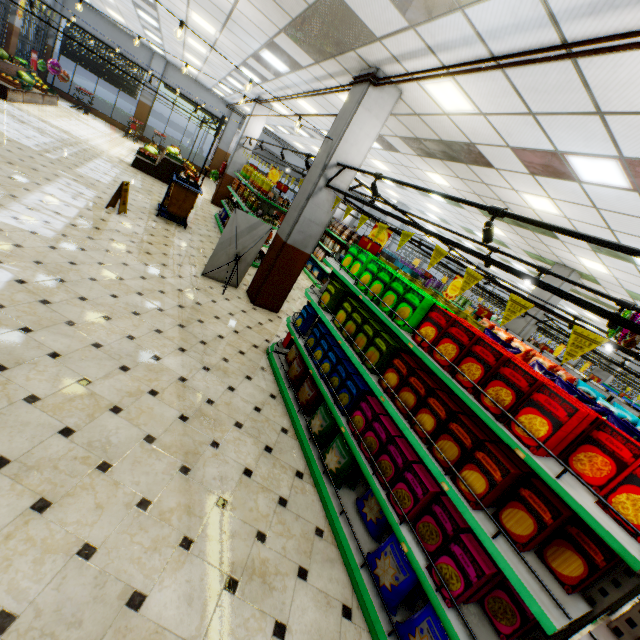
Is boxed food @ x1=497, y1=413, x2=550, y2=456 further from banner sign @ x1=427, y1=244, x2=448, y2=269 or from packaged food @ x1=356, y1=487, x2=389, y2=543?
packaged food @ x1=356, y1=487, x2=389, y2=543

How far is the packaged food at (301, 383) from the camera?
3.45m

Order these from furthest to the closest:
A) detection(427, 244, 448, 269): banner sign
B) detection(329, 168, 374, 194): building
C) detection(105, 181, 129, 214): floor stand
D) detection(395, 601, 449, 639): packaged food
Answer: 1. detection(105, 181, 129, 214): floor stand
2. detection(329, 168, 374, 194): building
3. detection(427, 244, 448, 269): banner sign
4. detection(395, 601, 449, 639): packaged food

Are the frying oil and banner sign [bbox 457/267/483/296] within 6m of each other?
no

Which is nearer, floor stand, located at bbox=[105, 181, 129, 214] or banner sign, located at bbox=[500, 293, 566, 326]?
banner sign, located at bbox=[500, 293, 566, 326]

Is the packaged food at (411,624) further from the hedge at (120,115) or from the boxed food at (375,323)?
the hedge at (120,115)

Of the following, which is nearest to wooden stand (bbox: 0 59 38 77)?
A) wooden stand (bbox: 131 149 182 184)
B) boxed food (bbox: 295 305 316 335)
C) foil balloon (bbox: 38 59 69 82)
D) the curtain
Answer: foil balloon (bbox: 38 59 69 82)

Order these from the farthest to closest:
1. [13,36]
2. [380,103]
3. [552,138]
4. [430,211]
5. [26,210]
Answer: [430,211]
[13,36]
[380,103]
[26,210]
[552,138]
